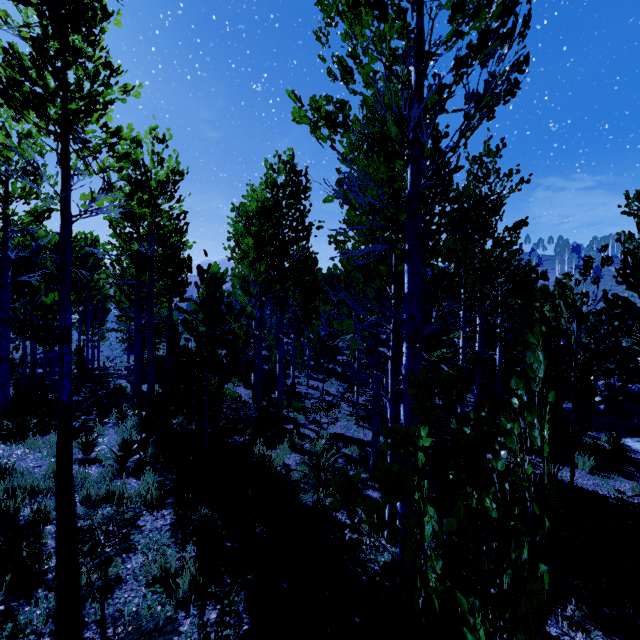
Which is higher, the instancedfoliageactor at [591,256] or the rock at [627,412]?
the instancedfoliageactor at [591,256]

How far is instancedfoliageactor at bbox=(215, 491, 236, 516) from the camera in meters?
5.1 m

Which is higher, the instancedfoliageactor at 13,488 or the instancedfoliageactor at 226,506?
the instancedfoliageactor at 13,488

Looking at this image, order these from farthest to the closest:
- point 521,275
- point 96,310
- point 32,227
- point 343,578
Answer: point 96,310, point 521,275, point 32,227, point 343,578

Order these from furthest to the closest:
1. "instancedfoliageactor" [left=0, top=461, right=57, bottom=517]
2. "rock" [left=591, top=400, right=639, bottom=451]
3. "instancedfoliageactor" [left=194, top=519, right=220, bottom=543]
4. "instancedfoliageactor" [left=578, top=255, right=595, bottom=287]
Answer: "rock" [left=591, top=400, right=639, bottom=451] < "instancedfoliageactor" [left=578, top=255, right=595, bottom=287] < "instancedfoliageactor" [left=0, top=461, right=57, bottom=517] < "instancedfoliageactor" [left=194, top=519, right=220, bottom=543]
